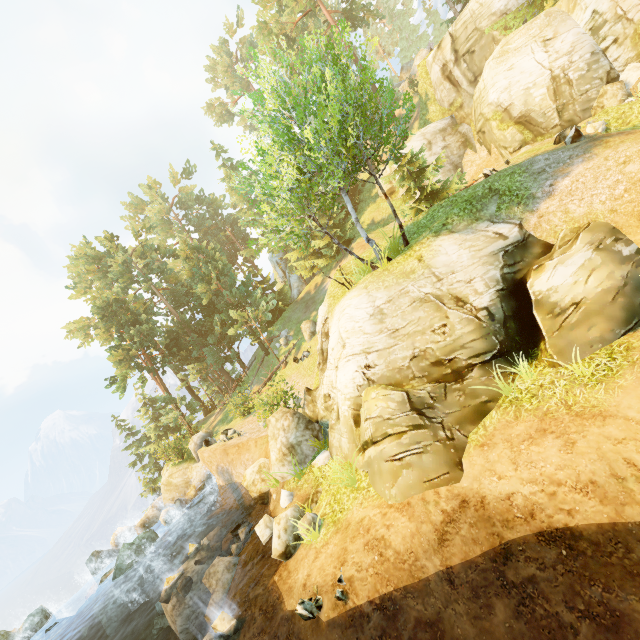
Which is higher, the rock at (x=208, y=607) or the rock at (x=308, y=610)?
the rock at (x=308, y=610)

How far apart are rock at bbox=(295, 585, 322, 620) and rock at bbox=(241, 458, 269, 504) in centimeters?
743cm

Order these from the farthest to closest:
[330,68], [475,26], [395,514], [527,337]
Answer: [475,26] < [330,68] < [527,337] < [395,514]

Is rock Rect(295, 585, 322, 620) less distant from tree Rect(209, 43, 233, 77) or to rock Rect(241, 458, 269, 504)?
rock Rect(241, 458, 269, 504)

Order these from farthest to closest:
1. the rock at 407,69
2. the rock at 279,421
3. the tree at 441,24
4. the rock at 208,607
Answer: the rock at 407,69 → the tree at 441,24 → the rock at 279,421 → the rock at 208,607

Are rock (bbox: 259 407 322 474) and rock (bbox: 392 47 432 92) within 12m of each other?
no

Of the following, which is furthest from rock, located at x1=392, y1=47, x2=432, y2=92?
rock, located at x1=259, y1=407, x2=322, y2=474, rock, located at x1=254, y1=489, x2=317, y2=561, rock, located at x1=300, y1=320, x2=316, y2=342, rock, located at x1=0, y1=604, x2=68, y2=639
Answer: rock, located at x1=0, y1=604, x2=68, y2=639

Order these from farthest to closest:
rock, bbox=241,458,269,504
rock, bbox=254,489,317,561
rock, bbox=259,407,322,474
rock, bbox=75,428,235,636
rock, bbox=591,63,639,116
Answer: rock, bbox=591,63,639,116, rock, bbox=75,428,235,636, rock, bbox=241,458,269,504, rock, bbox=259,407,322,474, rock, bbox=254,489,317,561
